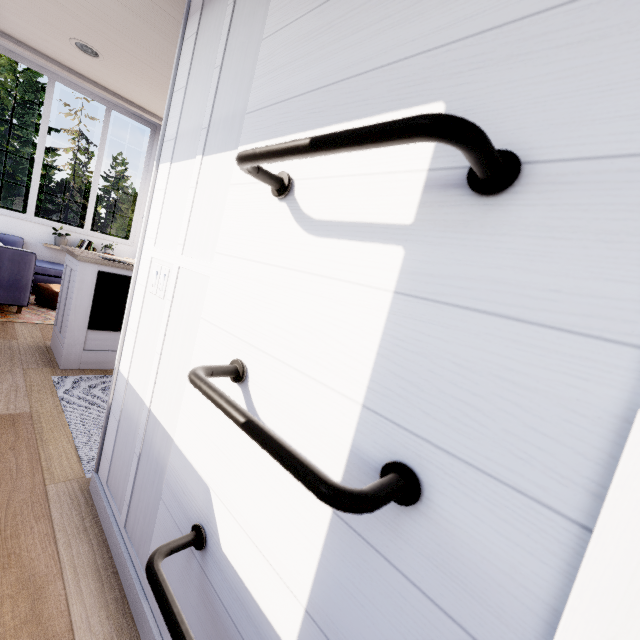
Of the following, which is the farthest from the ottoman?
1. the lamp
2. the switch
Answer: the switch

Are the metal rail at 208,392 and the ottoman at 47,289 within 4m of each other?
no

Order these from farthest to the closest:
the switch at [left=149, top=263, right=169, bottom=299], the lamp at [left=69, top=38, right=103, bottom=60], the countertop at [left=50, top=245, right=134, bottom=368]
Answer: the countertop at [left=50, top=245, right=134, bottom=368] < the lamp at [left=69, top=38, right=103, bottom=60] < the switch at [left=149, top=263, right=169, bottom=299]

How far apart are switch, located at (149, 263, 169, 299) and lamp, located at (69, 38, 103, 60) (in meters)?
2.21

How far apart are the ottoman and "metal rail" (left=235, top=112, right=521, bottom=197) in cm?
531

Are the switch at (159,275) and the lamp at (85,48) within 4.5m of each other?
yes

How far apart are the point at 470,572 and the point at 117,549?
1.5m

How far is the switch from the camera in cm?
131
